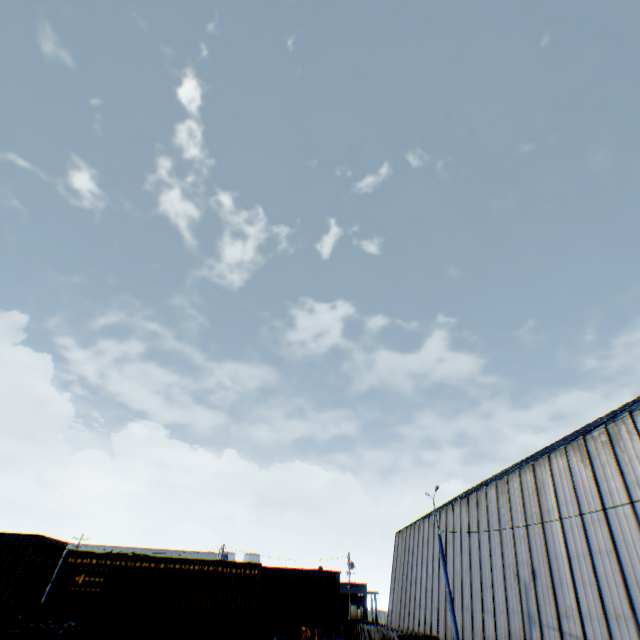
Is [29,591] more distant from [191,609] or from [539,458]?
[539,458]

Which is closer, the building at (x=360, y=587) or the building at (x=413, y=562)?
the building at (x=413, y=562)

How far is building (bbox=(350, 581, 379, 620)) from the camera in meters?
53.0 m

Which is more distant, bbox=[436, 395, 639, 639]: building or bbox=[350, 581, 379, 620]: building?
bbox=[350, 581, 379, 620]: building

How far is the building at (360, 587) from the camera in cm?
5300

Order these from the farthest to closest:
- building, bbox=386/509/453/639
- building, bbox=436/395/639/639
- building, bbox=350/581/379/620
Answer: building, bbox=350/581/379/620 → building, bbox=386/509/453/639 → building, bbox=436/395/639/639

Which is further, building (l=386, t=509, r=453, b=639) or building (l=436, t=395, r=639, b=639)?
building (l=386, t=509, r=453, b=639)
